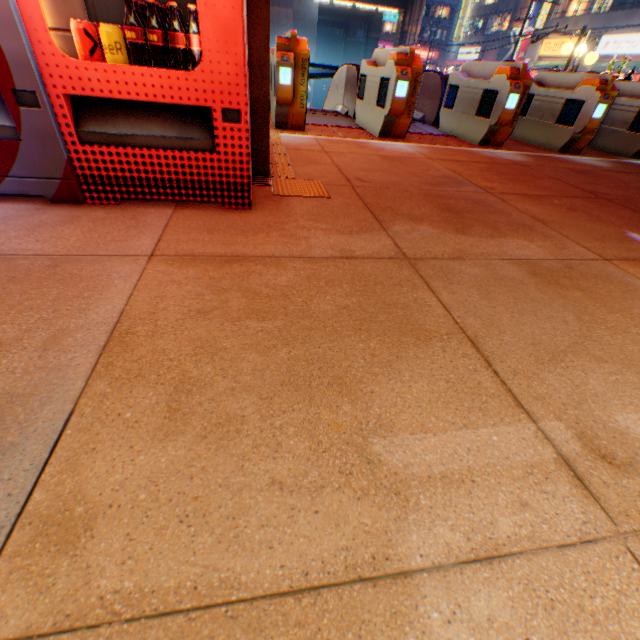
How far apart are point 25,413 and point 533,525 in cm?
147

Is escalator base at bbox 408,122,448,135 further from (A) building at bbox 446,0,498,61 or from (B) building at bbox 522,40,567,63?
(A) building at bbox 446,0,498,61

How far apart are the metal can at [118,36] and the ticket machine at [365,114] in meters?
4.2 m

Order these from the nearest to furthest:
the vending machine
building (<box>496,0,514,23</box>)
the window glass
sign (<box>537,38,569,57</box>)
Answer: the vending machine → the window glass → sign (<box>537,38,569,57</box>) → building (<box>496,0,514,23</box>)

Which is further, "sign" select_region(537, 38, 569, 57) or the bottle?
"sign" select_region(537, 38, 569, 57)

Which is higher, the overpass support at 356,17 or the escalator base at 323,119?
the overpass support at 356,17

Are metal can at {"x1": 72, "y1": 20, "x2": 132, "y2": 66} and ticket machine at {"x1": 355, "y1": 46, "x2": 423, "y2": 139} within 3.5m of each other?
no

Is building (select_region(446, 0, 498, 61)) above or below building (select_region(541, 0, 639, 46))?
above
